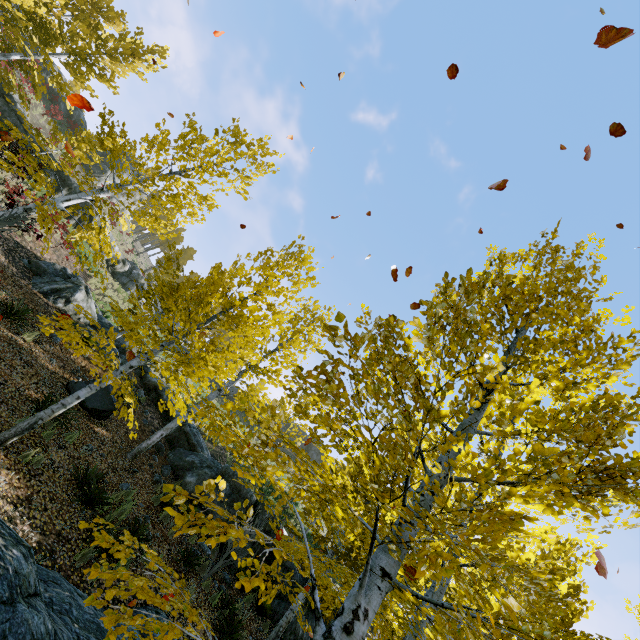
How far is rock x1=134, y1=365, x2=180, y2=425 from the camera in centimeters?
1455cm

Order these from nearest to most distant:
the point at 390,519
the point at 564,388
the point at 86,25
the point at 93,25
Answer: the point at 564,388
the point at 390,519
the point at 86,25
the point at 93,25

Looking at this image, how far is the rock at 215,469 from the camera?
11.47m

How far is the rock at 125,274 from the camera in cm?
2525

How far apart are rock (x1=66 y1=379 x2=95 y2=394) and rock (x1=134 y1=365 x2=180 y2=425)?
3.7m

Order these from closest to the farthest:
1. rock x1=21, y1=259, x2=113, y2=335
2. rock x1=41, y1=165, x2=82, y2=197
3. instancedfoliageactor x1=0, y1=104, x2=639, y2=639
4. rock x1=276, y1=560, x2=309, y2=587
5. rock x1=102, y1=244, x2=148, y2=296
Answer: instancedfoliageactor x1=0, y1=104, x2=639, y2=639 → rock x1=276, y1=560, x2=309, y2=587 → rock x1=21, y1=259, x2=113, y2=335 → rock x1=41, y1=165, x2=82, y2=197 → rock x1=102, y1=244, x2=148, y2=296

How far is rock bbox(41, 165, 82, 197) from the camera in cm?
2039

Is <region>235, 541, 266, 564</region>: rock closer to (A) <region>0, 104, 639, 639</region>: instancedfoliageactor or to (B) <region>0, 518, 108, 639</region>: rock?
(A) <region>0, 104, 639, 639</region>: instancedfoliageactor
